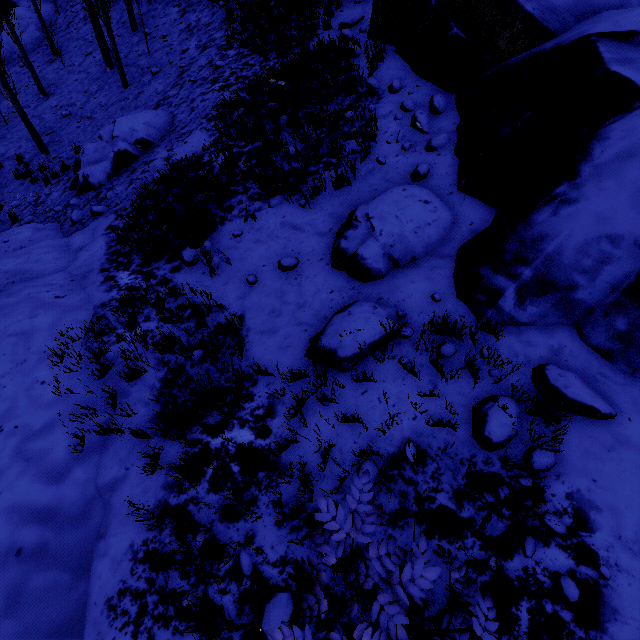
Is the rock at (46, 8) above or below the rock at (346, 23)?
below

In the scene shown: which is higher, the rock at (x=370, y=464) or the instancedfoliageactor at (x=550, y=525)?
the instancedfoliageactor at (x=550, y=525)

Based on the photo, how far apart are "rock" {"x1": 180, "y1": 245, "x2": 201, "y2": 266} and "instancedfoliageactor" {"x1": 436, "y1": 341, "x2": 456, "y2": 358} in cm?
445

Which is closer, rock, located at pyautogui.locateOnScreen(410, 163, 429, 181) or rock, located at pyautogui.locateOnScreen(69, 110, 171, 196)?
rock, located at pyautogui.locateOnScreen(410, 163, 429, 181)

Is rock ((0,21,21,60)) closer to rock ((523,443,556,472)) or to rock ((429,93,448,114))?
rock ((429,93,448,114))

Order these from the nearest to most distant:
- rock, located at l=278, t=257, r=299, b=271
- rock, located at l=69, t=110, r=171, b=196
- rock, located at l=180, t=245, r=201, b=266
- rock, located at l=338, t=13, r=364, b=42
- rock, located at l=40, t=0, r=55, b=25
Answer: rock, located at l=278, t=257, r=299, b=271, rock, located at l=180, t=245, r=201, b=266, rock, located at l=338, t=13, r=364, b=42, rock, located at l=69, t=110, r=171, b=196, rock, located at l=40, t=0, r=55, b=25

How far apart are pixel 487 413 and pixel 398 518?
1.36m

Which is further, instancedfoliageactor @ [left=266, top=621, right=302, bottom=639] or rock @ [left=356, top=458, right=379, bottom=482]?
rock @ [left=356, top=458, right=379, bottom=482]
